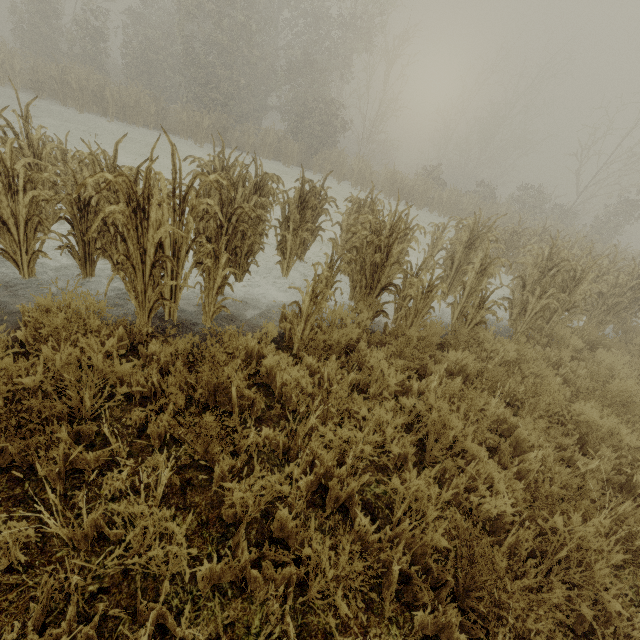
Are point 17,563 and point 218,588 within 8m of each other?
yes
